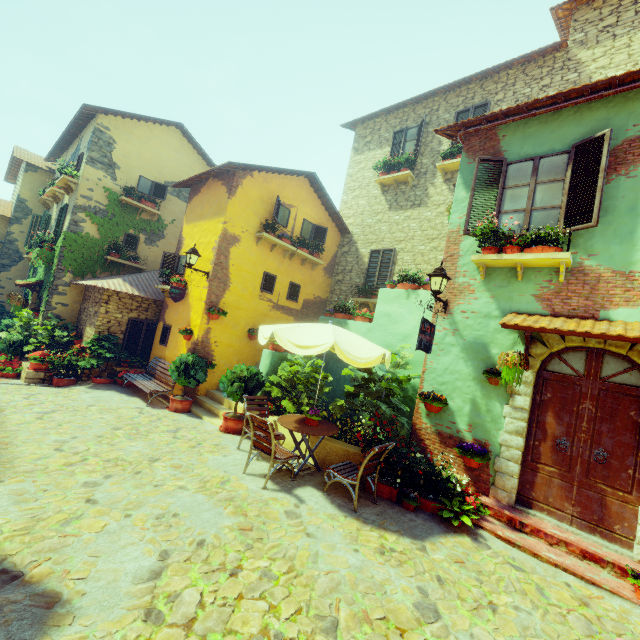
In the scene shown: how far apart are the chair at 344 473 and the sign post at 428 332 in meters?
1.6 m

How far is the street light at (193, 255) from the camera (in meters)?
9.23

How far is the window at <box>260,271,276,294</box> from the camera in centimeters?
1109cm

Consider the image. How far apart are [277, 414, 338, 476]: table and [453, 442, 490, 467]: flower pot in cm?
219

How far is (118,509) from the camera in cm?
397

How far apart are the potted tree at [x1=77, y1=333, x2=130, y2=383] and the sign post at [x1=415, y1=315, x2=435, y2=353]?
9.06m

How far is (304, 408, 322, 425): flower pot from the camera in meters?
6.1

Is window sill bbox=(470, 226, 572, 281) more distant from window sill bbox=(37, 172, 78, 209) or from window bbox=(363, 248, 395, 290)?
window sill bbox=(37, 172, 78, 209)
